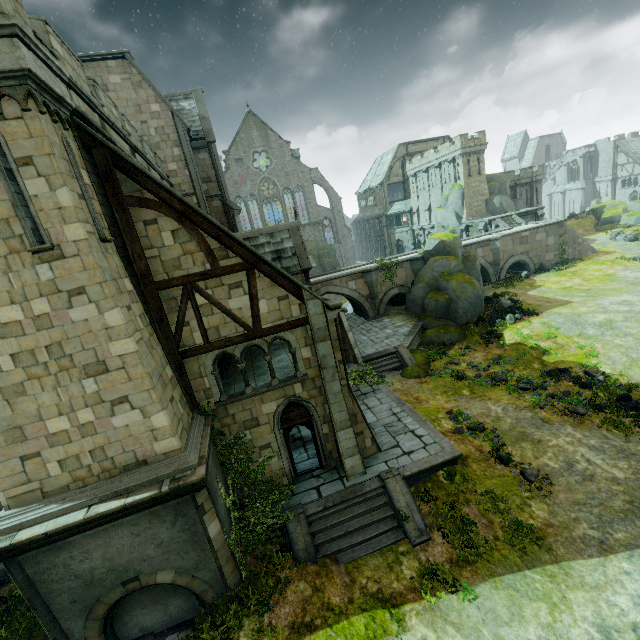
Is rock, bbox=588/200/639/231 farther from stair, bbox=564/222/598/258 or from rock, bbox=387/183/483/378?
rock, bbox=387/183/483/378

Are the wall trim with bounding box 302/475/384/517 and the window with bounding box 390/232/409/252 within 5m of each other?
no

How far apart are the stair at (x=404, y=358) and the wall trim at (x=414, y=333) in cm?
1

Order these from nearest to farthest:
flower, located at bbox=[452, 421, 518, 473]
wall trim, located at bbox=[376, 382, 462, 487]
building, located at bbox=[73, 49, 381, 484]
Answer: building, located at bbox=[73, 49, 381, 484] → wall trim, located at bbox=[376, 382, 462, 487] → flower, located at bbox=[452, 421, 518, 473]

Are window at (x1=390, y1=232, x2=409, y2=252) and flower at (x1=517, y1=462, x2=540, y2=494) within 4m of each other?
no

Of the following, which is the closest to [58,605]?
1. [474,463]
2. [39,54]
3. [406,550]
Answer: [406,550]

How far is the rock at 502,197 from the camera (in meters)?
43.88

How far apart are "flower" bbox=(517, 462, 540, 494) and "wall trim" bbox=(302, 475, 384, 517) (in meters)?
5.26
